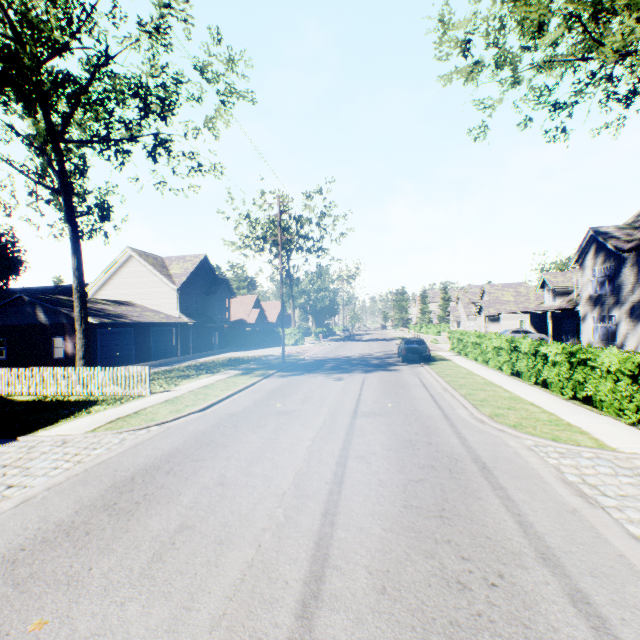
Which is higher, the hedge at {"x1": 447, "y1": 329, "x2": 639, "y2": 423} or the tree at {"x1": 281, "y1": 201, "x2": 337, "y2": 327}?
the tree at {"x1": 281, "y1": 201, "x2": 337, "y2": 327}

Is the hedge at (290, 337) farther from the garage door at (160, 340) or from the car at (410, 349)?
the car at (410, 349)

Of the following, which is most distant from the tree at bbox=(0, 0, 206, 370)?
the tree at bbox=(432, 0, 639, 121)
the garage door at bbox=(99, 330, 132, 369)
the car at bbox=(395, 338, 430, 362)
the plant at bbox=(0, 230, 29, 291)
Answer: the plant at bbox=(0, 230, 29, 291)

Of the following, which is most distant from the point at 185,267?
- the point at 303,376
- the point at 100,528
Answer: the point at 100,528

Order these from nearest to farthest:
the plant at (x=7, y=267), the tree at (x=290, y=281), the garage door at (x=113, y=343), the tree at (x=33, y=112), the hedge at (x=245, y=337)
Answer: the tree at (x=33, y=112), the garage door at (x=113, y=343), the tree at (x=290, y=281), the hedge at (x=245, y=337), the plant at (x=7, y=267)

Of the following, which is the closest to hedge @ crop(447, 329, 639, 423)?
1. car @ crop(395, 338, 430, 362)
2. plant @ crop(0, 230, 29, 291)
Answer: car @ crop(395, 338, 430, 362)

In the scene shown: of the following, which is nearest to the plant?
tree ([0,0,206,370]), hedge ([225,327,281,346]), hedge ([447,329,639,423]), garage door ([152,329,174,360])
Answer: hedge ([225,327,281,346])

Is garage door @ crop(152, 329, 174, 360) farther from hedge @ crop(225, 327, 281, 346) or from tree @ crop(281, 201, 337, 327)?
tree @ crop(281, 201, 337, 327)
